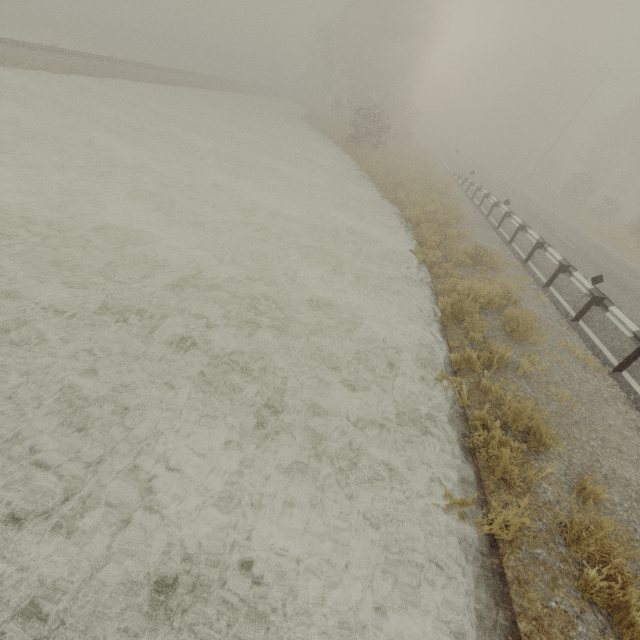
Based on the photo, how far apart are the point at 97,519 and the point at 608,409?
8.17m
